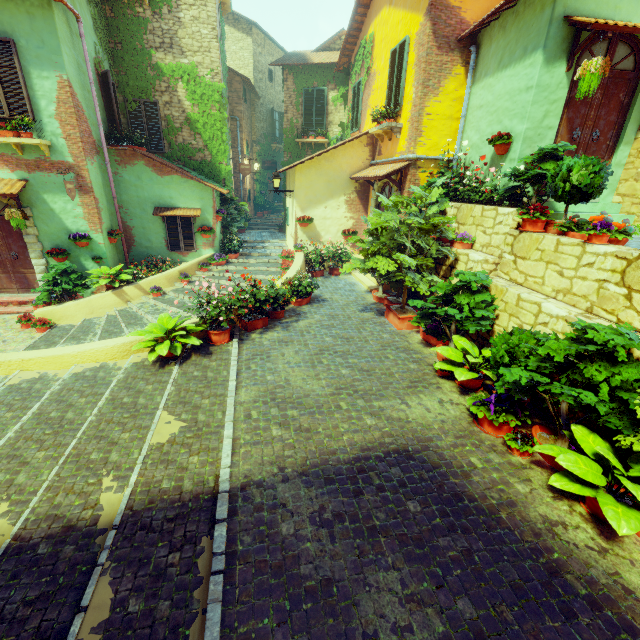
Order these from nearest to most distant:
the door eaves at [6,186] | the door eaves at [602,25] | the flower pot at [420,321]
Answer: the flower pot at [420,321]
the door eaves at [602,25]
the door eaves at [6,186]

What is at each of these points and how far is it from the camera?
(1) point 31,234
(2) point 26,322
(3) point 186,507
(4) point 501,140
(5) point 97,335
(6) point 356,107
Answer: (1) stone doorway, 9.2m
(2) flower pot, 8.6m
(3) stair, 3.3m
(4) flower pot, 6.7m
(5) stair, 7.8m
(6) window, 12.4m

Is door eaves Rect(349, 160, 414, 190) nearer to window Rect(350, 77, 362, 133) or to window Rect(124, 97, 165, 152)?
window Rect(350, 77, 362, 133)

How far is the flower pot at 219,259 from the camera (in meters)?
11.48

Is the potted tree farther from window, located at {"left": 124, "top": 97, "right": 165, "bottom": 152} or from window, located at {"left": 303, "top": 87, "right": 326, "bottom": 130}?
window, located at {"left": 303, "top": 87, "right": 326, "bottom": 130}

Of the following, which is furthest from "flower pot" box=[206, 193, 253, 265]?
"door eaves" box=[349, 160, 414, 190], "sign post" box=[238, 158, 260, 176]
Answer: "door eaves" box=[349, 160, 414, 190]

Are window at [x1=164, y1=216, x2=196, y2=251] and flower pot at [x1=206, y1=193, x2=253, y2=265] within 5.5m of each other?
yes

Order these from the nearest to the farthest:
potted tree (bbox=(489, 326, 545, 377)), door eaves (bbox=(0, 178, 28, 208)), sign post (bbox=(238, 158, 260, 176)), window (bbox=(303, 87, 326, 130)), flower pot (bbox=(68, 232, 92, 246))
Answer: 1. potted tree (bbox=(489, 326, 545, 377))
2. door eaves (bbox=(0, 178, 28, 208))
3. flower pot (bbox=(68, 232, 92, 246))
4. sign post (bbox=(238, 158, 260, 176))
5. window (bbox=(303, 87, 326, 130))
